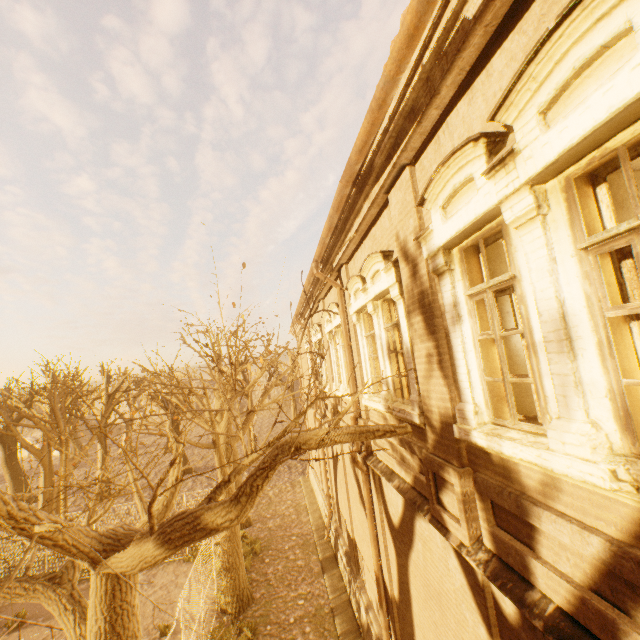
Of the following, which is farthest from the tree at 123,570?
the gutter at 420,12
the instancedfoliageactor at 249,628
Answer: the gutter at 420,12

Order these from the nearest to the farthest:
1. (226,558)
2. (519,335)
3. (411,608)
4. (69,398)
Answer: (519,335), (411,608), (226,558), (69,398)

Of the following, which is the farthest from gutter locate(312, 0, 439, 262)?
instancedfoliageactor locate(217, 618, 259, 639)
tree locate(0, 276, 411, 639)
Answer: instancedfoliageactor locate(217, 618, 259, 639)

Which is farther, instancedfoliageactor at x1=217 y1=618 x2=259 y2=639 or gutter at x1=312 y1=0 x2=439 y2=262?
instancedfoliageactor at x1=217 y1=618 x2=259 y2=639

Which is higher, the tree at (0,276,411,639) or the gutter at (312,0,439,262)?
the gutter at (312,0,439,262)

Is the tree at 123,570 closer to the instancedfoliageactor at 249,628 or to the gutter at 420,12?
the instancedfoliageactor at 249,628
